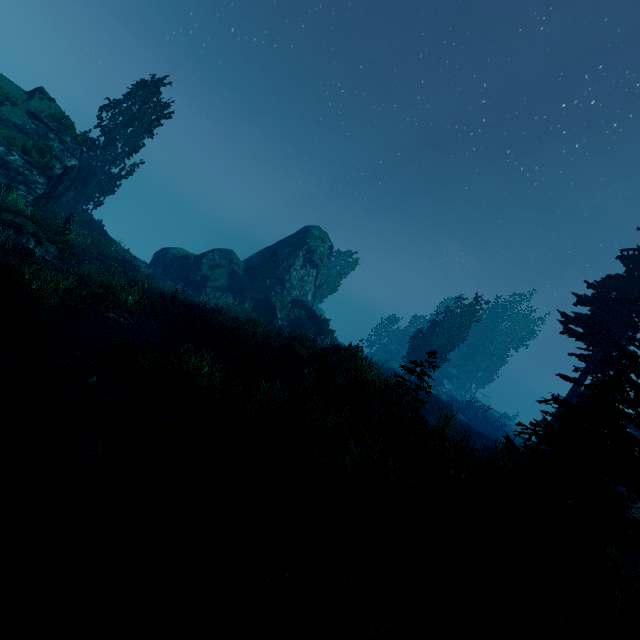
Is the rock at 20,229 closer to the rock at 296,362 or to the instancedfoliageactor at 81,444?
the instancedfoliageactor at 81,444

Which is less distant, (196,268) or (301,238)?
Result: (196,268)

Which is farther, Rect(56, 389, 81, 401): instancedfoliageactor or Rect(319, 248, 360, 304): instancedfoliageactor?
Rect(319, 248, 360, 304): instancedfoliageactor

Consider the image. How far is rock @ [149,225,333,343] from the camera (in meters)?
33.12

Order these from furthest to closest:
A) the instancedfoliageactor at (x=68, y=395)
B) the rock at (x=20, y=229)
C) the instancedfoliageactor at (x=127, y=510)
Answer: the rock at (x=20, y=229) < the instancedfoliageactor at (x=68, y=395) < the instancedfoliageactor at (x=127, y=510)
